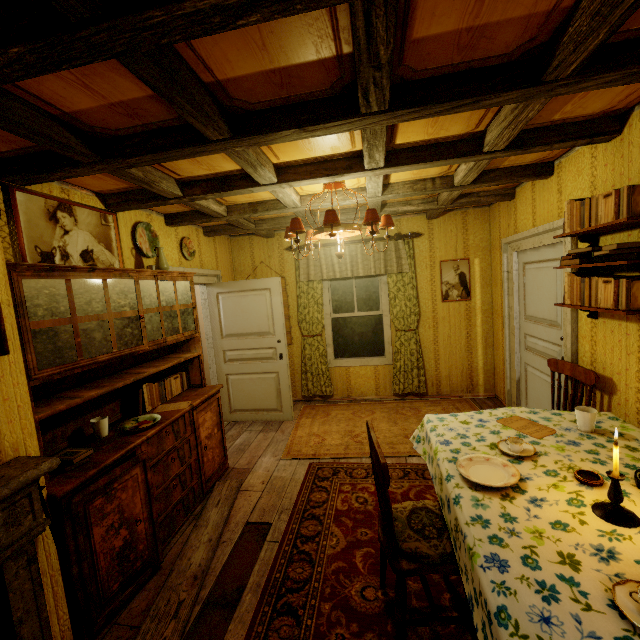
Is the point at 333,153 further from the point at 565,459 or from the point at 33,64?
A: the point at 565,459

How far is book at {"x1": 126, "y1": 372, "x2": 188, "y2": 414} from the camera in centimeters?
281cm

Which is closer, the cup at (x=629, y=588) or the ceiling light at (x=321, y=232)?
the cup at (x=629, y=588)

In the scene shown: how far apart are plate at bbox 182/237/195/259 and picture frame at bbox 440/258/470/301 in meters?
3.6 m

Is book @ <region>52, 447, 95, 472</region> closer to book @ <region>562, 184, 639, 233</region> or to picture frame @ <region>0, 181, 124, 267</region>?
picture frame @ <region>0, 181, 124, 267</region>

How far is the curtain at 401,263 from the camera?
4.87m

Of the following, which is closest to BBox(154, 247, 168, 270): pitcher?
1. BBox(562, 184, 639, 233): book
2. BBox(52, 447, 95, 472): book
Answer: BBox(52, 447, 95, 472): book

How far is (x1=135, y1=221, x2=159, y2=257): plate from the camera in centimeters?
326cm
